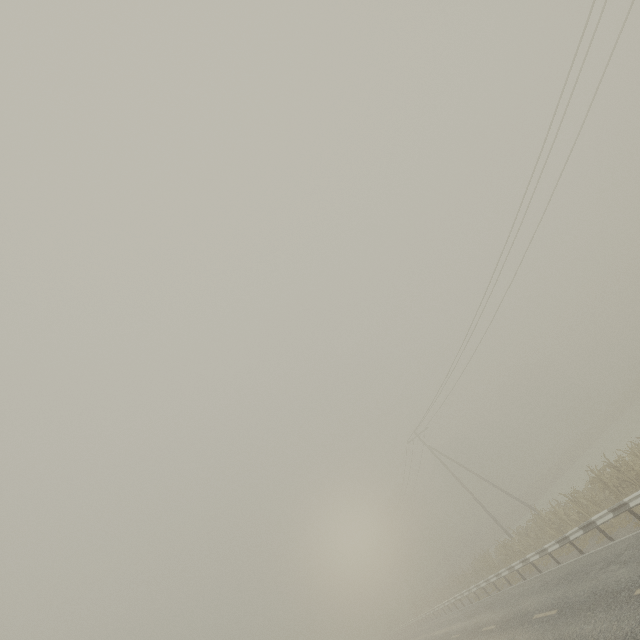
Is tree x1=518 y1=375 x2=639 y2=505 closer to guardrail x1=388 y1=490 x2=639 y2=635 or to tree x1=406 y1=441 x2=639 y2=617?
tree x1=406 y1=441 x2=639 y2=617

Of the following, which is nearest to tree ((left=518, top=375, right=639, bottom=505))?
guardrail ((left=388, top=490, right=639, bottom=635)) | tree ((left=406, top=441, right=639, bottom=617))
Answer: tree ((left=406, top=441, right=639, bottom=617))

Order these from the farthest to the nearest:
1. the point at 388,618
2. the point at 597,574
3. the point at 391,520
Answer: the point at 388,618, the point at 391,520, the point at 597,574

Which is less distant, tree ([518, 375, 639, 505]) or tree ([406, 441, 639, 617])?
tree ([406, 441, 639, 617])

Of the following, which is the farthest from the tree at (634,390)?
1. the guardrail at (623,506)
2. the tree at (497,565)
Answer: the guardrail at (623,506)

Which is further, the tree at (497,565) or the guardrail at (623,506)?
the tree at (497,565)

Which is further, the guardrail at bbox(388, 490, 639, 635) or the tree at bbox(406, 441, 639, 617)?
the tree at bbox(406, 441, 639, 617)
